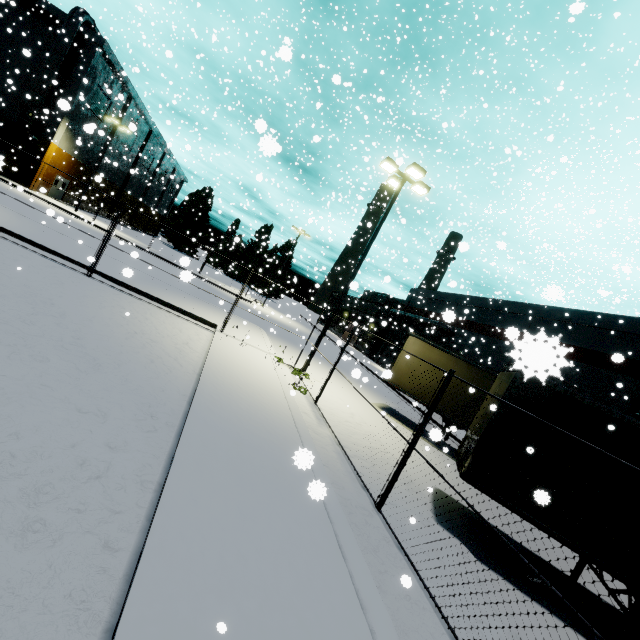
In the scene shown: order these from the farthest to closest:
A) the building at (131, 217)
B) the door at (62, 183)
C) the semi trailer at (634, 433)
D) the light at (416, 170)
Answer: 1. the building at (131, 217)
2. the door at (62, 183)
3. the light at (416, 170)
4. the semi trailer at (634, 433)

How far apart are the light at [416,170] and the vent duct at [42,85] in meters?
33.6 m

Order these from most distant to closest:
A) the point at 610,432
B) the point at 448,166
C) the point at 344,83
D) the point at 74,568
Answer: the point at 448,166 → the point at 344,83 → the point at 610,432 → the point at 74,568

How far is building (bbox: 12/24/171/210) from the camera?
29.8m

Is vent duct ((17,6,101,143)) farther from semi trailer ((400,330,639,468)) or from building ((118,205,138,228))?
semi trailer ((400,330,639,468))

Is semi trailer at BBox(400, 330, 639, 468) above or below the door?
above

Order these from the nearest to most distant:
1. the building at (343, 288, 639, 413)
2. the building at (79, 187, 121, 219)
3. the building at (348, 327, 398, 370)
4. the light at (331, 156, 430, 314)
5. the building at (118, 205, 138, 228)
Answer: the building at (343, 288, 639, 413) < the light at (331, 156, 430, 314) < the building at (348, 327, 398, 370) < the building at (79, 187, 121, 219) < the building at (118, 205, 138, 228)
